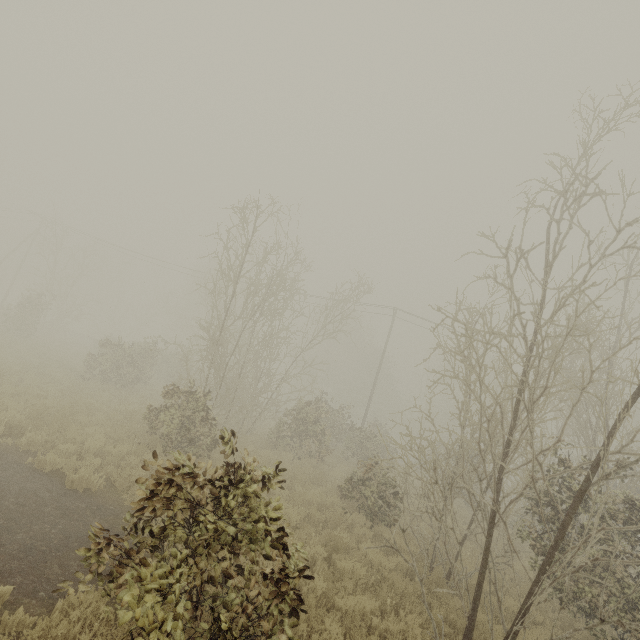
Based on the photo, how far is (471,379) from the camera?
44.94m
